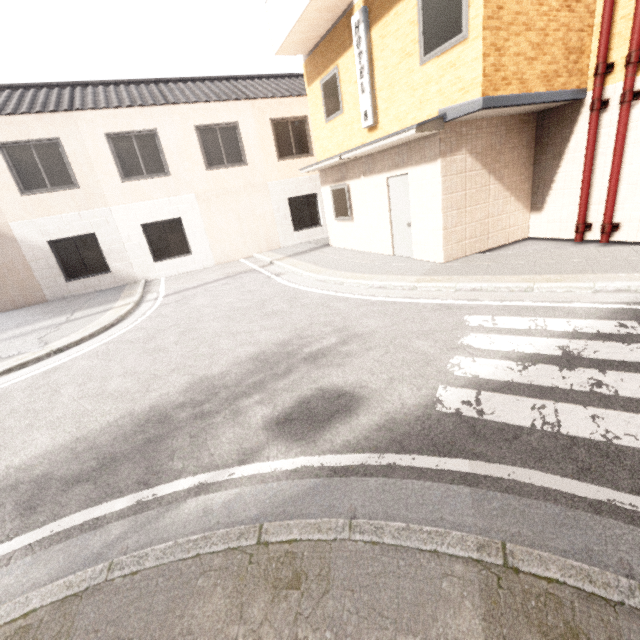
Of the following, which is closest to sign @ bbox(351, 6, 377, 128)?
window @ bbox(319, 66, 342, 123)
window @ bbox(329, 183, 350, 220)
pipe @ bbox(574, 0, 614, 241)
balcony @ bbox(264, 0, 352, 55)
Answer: balcony @ bbox(264, 0, 352, 55)

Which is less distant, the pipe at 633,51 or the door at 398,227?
the pipe at 633,51

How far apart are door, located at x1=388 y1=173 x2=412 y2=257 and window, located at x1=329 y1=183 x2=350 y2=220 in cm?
183

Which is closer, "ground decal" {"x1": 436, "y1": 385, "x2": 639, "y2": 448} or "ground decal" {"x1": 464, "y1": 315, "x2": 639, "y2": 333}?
"ground decal" {"x1": 436, "y1": 385, "x2": 639, "y2": 448}

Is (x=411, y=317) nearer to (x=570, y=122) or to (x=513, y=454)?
(x=513, y=454)

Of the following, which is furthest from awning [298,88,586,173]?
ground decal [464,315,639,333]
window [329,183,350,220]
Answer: ground decal [464,315,639,333]

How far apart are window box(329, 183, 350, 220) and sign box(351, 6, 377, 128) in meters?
1.7

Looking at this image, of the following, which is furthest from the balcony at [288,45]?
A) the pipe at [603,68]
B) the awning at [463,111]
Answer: the pipe at [603,68]
